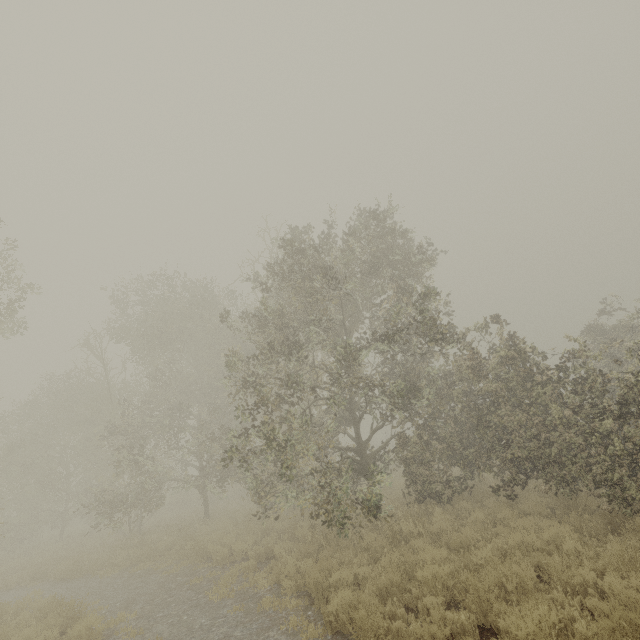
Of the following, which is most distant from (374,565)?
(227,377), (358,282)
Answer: (358,282)
